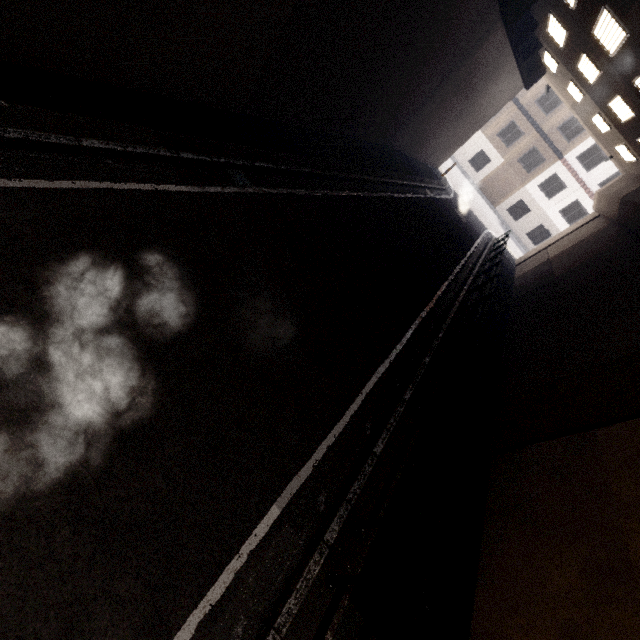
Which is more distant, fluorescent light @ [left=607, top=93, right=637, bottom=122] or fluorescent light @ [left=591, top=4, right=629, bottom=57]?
fluorescent light @ [left=607, top=93, right=637, bottom=122]

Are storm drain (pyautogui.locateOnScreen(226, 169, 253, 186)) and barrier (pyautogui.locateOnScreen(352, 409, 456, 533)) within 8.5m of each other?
yes

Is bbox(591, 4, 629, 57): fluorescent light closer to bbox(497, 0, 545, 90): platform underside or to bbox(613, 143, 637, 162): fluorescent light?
bbox(497, 0, 545, 90): platform underside

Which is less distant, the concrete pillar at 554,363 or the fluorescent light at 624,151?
the concrete pillar at 554,363

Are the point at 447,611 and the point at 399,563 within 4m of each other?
yes

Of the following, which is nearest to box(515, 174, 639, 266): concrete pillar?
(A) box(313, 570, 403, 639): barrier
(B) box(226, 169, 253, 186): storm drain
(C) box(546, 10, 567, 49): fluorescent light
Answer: (A) box(313, 570, 403, 639): barrier

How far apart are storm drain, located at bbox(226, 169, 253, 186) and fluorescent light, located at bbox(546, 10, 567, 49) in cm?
1355

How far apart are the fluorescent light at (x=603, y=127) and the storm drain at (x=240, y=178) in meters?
17.7 m
